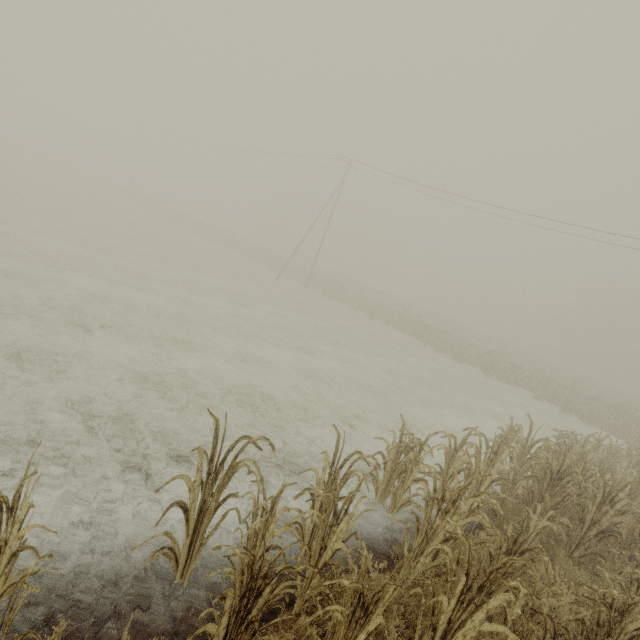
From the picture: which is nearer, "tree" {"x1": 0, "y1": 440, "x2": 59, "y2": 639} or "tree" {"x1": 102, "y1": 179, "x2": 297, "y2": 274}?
"tree" {"x1": 0, "y1": 440, "x2": 59, "y2": 639}

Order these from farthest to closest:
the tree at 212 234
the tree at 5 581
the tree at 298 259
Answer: the tree at 212 234 < the tree at 298 259 < the tree at 5 581

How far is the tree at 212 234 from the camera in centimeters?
3769cm

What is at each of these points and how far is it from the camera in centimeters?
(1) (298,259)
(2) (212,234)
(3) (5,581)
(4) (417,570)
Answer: (1) tree, 5469cm
(2) tree, 4044cm
(3) tree, 278cm
(4) tree, 427cm

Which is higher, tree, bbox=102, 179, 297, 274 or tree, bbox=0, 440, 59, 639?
tree, bbox=102, 179, 297, 274

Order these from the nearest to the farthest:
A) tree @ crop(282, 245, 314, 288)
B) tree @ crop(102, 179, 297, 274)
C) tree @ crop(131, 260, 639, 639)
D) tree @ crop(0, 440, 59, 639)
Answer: tree @ crop(0, 440, 59, 639) < tree @ crop(131, 260, 639, 639) < tree @ crop(282, 245, 314, 288) < tree @ crop(102, 179, 297, 274)

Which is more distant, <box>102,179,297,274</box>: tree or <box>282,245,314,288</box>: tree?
<box>102,179,297,274</box>: tree
